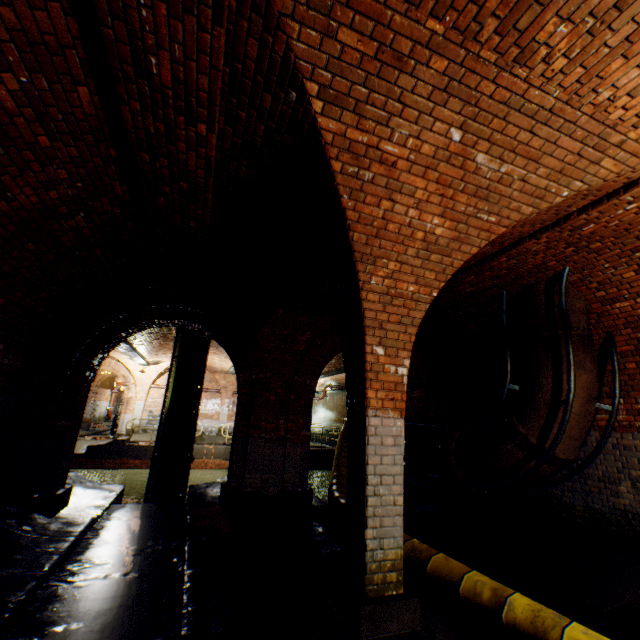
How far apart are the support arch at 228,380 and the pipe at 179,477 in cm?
913

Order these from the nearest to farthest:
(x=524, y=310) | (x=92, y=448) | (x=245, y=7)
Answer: (x=245, y=7), (x=524, y=310), (x=92, y=448)

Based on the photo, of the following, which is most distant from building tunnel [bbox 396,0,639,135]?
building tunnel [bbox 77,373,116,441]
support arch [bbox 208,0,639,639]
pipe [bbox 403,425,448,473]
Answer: building tunnel [bbox 77,373,116,441]

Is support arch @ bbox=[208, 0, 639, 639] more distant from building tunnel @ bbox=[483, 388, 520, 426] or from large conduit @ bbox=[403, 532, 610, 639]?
large conduit @ bbox=[403, 532, 610, 639]

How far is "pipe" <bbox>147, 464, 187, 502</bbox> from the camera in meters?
9.8 m

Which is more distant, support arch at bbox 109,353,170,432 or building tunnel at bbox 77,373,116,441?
building tunnel at bbox 77,373,116,441

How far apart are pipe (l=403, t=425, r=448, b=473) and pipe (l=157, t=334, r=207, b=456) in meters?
5.6 m

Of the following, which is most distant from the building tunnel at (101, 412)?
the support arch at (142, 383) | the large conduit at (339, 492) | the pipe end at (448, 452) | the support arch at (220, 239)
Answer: the pipe end at (448, 452)
